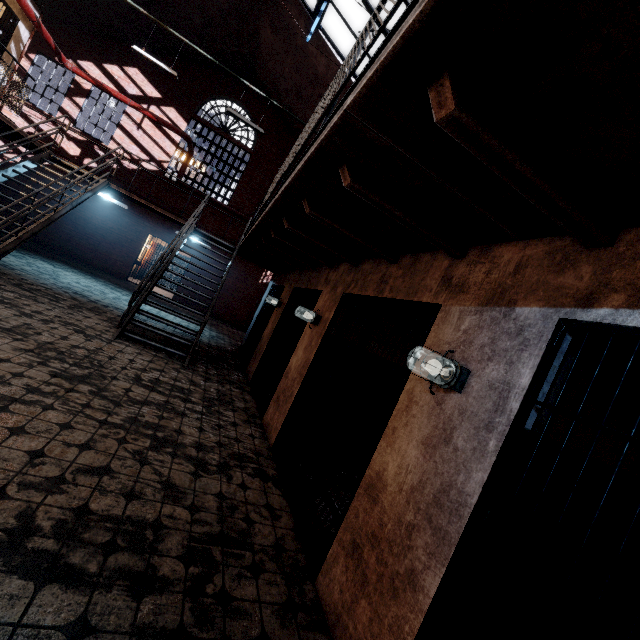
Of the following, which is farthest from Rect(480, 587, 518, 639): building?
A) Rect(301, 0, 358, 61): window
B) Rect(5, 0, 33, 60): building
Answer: Rect(5, 0, 33, 60): building

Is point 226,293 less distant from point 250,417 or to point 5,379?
point 250,417

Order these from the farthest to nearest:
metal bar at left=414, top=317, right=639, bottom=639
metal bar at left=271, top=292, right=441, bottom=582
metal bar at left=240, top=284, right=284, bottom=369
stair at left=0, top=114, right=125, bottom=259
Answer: metal bar at left=240, top=284, right=284, bottom=369
stair at left=0, top=114, right=125, bottom=259
metal bar at left=271, top=292, right=441, bottom=582
metal bar at left=414, top=317, right=639, bottom=639

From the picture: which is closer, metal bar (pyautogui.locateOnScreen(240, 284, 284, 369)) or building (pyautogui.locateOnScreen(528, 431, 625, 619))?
building (pyautogui.locateOnScreen(528, 431, 625, 619))

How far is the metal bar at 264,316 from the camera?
8.7 meters

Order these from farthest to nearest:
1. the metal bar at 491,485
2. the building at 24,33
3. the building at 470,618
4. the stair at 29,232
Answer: the building at 24,33
the stair at 29,232
the building at 470,618
the metal bar at 491,485

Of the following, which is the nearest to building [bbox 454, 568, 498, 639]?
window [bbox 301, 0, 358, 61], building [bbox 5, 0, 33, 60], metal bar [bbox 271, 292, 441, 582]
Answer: metal bar [bbox 271, 292, 441, 582]
